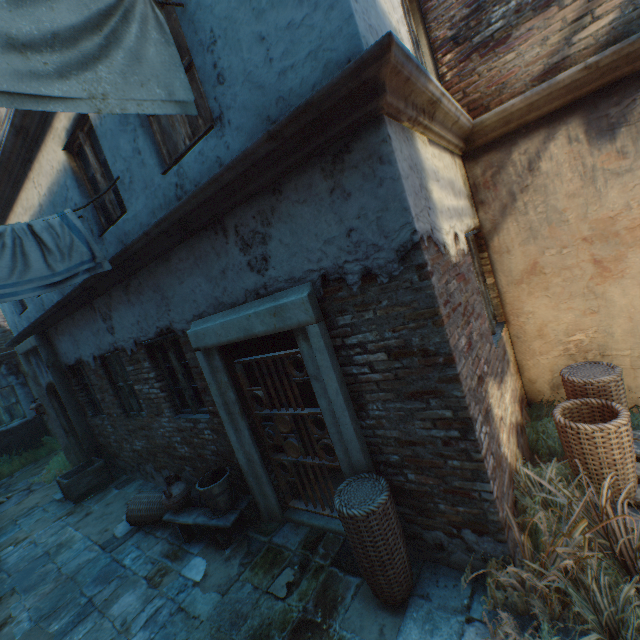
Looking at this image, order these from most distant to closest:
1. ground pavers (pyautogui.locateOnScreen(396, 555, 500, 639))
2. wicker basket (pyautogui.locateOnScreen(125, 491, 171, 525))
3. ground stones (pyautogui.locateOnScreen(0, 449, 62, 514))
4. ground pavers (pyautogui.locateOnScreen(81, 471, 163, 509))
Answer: ground stones (pyautogui.locateOnScreen(0, 449, 62, 514)), ground pavers (pyautogui.locateOnScreen(81, 471, 163, 509)), wicker basket (pyautogui.locateOnScreen(125, 491, 171, 525)), ground pavers (pyautogui.locateOnScreen(396, 555, 500, 639))

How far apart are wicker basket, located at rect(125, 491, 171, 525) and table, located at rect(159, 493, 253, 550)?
0.17m

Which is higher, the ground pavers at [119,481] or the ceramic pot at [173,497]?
the ceramic pot at [173,497]

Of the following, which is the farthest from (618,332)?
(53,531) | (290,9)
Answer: (53,531)

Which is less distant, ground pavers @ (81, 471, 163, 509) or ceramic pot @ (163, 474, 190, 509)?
ceramic pot @ (163, 474, 190, 509)

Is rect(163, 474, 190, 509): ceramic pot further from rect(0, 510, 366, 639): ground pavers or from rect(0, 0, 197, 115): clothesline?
rect(0, 0, 197, 115): clothesline

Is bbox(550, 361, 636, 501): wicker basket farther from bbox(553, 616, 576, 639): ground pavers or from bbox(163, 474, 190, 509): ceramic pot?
bbox(163, 474, 190, 509): ceramic pot

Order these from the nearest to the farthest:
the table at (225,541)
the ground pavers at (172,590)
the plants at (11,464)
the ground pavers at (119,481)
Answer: the ground pavers at (172,590)
the table at (225,541)
the ground pavers at (119,481)
the plants at (11,464)
